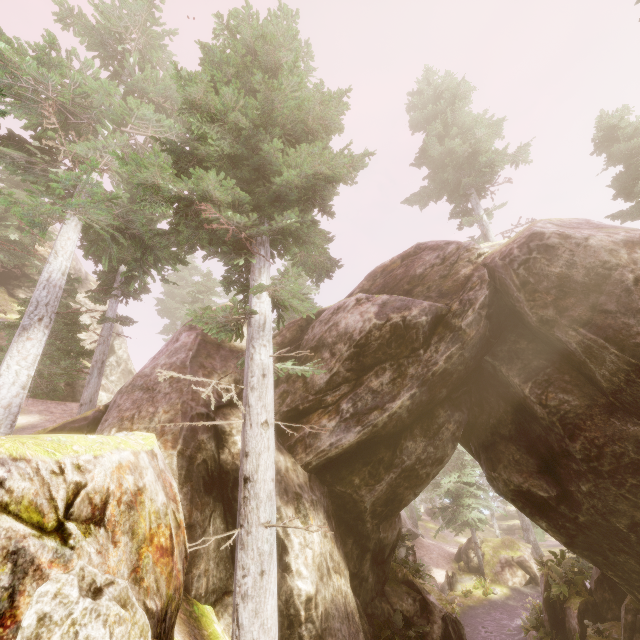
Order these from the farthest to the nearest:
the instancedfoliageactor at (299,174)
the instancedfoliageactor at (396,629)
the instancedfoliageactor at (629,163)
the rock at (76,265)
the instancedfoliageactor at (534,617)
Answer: the rock at (76,265)
the instancedfoliageactor at (534,617)
the instancedfoliageactor at (629,163)
the instancedfoliageactor at (396,629)
the instancedfoliageactor at (299,174)

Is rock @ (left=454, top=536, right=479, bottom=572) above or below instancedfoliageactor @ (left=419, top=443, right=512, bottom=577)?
below

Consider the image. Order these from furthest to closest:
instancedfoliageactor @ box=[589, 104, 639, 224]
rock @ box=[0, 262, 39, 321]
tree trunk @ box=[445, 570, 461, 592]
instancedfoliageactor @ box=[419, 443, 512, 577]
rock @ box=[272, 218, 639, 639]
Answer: instancedfoliageactor @ box=[419, 443, 512, 577], tree trunk @ box=[445, 570, 461, 592], rock @ box=[0, 262, 39, 321], instancedfoliageactor @ box=[589, 104, 639, 224], rock @ box=[272, 218, 639, 639]

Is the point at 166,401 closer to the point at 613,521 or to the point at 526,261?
the point at 526,261

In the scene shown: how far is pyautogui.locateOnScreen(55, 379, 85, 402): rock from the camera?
19.7 meters

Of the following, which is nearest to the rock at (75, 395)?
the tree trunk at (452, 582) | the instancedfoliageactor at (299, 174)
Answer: the instancedfoliageactor at (299, 174)

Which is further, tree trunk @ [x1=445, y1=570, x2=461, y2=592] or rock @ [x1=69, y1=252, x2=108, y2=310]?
rock @ [x1=69, y1=252, x2=108, y2=310]

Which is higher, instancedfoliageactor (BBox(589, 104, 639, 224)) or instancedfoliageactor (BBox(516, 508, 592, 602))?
instancedfoliageactor (BBox(589, 104, 639, 224))
